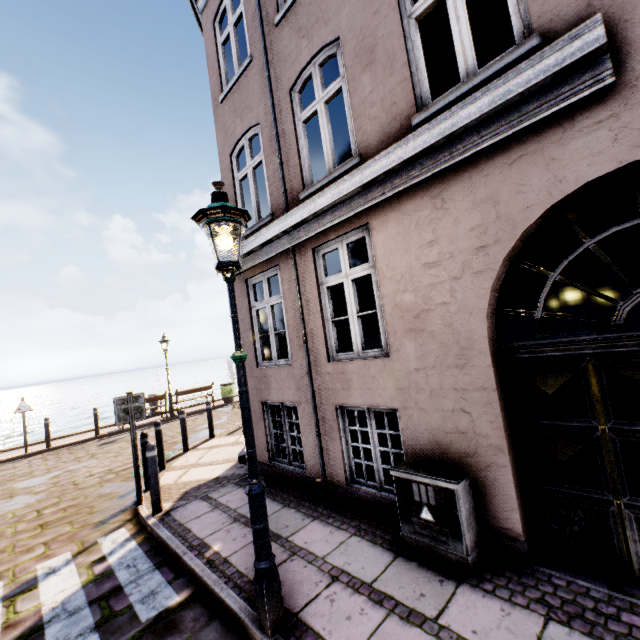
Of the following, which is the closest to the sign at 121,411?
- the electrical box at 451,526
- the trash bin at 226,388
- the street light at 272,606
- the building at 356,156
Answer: the building at 356,156

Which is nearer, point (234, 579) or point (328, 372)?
point (234, 579)

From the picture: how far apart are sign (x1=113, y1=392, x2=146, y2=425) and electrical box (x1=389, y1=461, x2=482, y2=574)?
4.60m

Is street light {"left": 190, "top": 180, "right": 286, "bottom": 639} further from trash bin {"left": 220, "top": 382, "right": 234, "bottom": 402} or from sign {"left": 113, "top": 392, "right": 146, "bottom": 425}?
trash bin {"left": 220, "top": 382, "right": 234, "bottom": 402}

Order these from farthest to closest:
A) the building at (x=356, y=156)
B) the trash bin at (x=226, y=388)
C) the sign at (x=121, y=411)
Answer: the trash bin at (x=226, y=388), the sign at (x=121, y=411), the building at (x=356, y=156)

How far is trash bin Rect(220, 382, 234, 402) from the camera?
16.69m

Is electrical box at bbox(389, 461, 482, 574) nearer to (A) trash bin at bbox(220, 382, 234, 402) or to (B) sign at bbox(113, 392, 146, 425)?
(B) sign at bbox(113, 392, 146, 425)

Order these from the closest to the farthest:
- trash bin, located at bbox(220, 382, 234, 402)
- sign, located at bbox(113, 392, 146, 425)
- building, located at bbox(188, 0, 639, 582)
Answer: building, located at bbox(188, 0, 639, 582), sign, located at bbox(113, 392, 146, 425), trash bin, located at bbox(220, 382, 234, 402)
